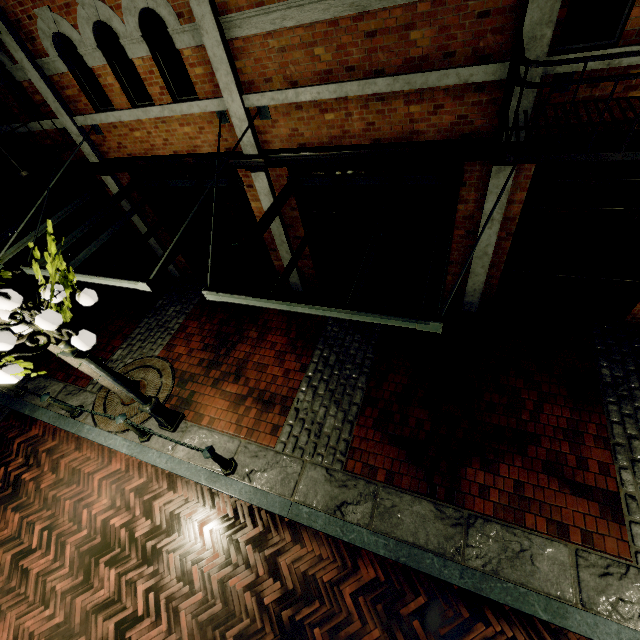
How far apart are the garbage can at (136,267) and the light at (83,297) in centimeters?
441cm

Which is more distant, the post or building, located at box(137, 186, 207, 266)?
building, located at box(137, 186, 207, 266)

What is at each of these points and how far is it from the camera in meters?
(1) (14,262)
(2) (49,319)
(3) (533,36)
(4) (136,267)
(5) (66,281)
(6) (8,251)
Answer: (1) planter, 11.0
(2) light, 3.7
(3) building, 3.4
(4) garbage can, 8.9
(5) tree, 3.9
(6) awning, 6.2

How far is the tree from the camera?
3.79m

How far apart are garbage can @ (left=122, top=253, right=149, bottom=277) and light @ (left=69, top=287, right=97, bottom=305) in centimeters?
441cm

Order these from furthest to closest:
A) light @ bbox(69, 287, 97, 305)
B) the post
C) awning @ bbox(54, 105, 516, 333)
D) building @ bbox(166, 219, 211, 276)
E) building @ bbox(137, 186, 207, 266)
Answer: building @ bbox(166, 219, 211, 276) < building @ bbox(137, 186, 207, 266) < the post < light @ bbox(69, 287, 97, 305) < awning @ bbox(54, 105, 516, 333)

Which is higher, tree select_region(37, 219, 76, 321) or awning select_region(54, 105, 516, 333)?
tree select_region(37, 219, 76, 321)

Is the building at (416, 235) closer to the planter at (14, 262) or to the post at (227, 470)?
the planter at (14, 262)
